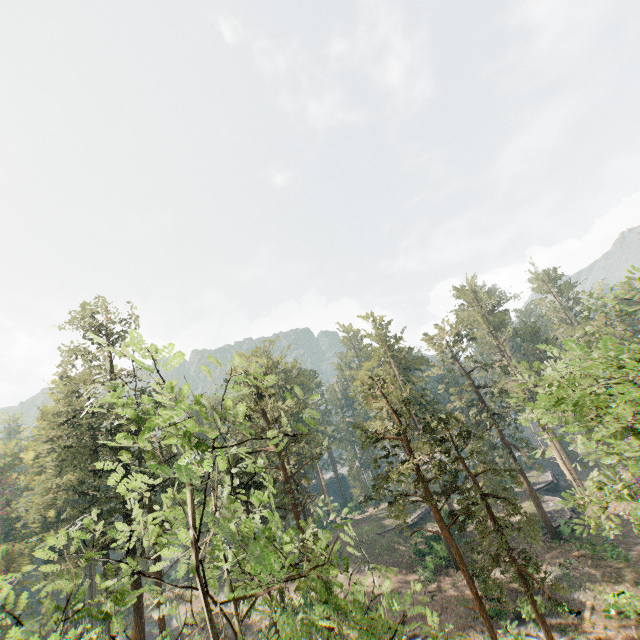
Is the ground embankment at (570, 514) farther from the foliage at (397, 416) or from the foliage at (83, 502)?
the foliage at (83, 502)

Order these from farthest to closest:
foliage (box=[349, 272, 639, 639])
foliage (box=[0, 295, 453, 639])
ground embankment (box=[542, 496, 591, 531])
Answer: ground embankment (box=[542, 496, 591, 531]) < foliage (box=[349, 272, 639, 639]) < foliage (box=[0, 295, 453, 639])

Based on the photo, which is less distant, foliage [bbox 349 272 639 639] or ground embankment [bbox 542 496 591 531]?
foliage [bbox 349 272 639 639]

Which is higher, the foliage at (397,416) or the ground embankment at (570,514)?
the foliage at (397,416)

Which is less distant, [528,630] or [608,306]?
[528,630]

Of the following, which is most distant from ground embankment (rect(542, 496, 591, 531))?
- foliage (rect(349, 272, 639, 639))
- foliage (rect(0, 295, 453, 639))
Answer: foliage (rect(0, 295, 453, 639))

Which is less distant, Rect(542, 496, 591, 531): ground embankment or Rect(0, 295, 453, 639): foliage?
Rect(0, 295, 453, 639): foliage
